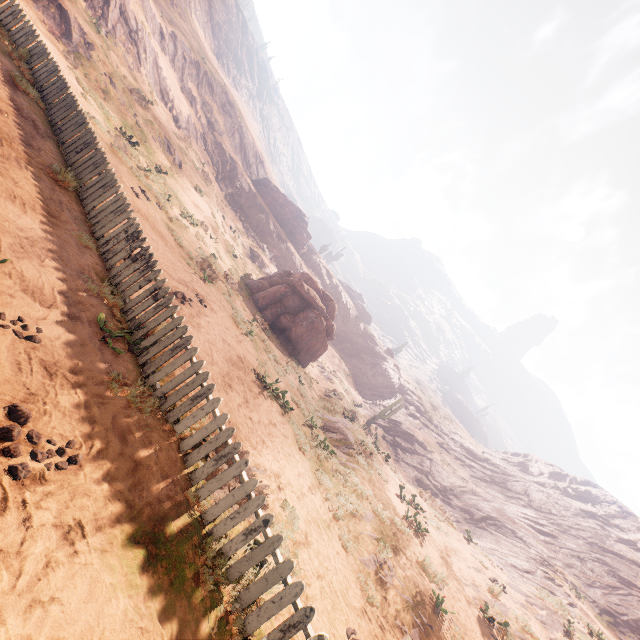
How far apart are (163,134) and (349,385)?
34.8m

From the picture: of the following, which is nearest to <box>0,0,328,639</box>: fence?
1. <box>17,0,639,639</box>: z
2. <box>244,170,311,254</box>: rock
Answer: <box>17,0,639,639</box>: z

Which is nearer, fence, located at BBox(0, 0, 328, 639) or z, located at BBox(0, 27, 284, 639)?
z, located at BBox(0, 27, 284, 639)

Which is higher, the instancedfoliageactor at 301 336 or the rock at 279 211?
the rock at 279 211

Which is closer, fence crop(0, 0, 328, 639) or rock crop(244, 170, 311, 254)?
fence crop(0, 0, 328, 639)

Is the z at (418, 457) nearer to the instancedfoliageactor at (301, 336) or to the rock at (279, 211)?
the instancedfoliageactor at (301, 336)

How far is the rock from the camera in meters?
49.8
